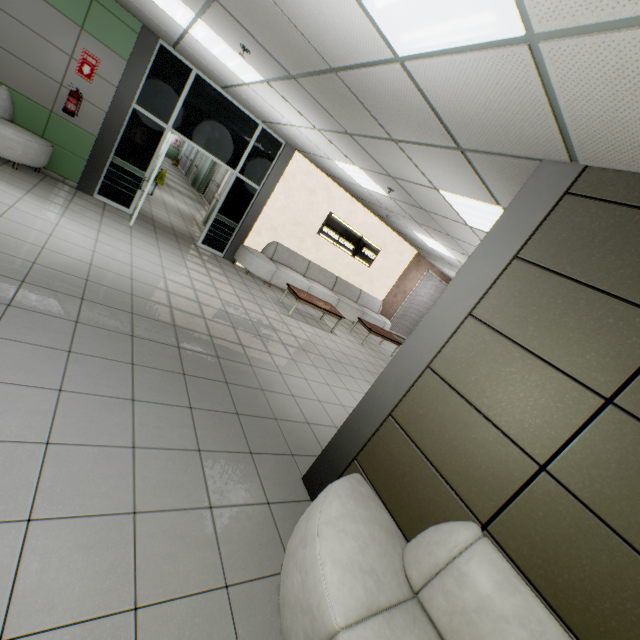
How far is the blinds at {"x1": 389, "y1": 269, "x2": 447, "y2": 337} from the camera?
12.6 meters

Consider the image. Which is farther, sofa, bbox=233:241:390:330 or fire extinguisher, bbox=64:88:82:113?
sofa, bbox=233:241:390:330

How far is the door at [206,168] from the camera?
17.7m

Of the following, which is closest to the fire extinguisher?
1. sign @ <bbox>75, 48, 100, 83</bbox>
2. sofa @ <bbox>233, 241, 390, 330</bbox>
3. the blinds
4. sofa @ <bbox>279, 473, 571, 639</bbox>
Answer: sign @ <bbox>75, 48, 100, 83</bbox>

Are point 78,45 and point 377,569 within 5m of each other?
no

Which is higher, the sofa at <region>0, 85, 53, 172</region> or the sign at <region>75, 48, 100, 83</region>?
the sign at <region>75, 48, 100, 83</region>

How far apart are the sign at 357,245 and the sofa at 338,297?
0.8m

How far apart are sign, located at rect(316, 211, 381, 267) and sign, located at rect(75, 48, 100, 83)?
5.7 meters
